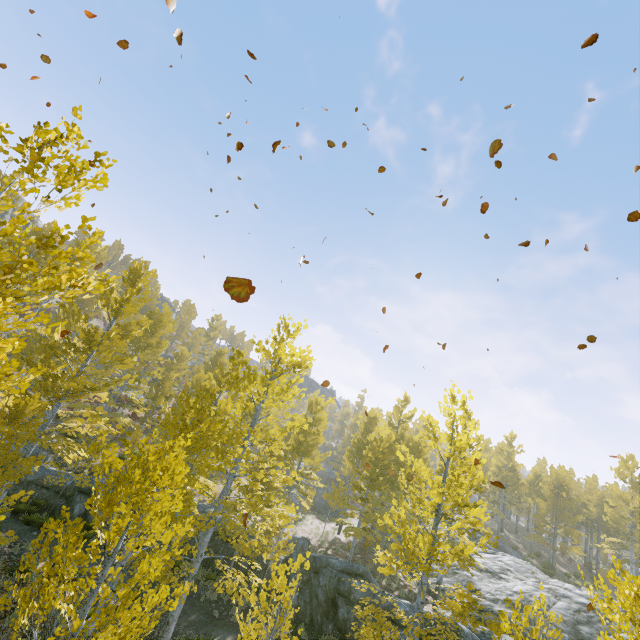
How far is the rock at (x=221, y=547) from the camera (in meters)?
16.05

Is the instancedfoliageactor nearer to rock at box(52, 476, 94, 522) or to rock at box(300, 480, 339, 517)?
rock at box(52, 476, 94, 522)

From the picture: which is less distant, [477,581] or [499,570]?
[477,581]

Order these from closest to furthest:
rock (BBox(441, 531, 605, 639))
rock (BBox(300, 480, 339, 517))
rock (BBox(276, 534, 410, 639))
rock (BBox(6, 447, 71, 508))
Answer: rock (BBox(276, 534, 410, 639)) → rock (BBox(441, 531, 605, 639)) → rock (BBox(6, 447, 71, 508)) → rock (BBox(300, 480, 339, 517))

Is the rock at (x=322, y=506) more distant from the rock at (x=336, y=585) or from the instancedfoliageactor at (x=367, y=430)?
the rock at (x=336, y=585)

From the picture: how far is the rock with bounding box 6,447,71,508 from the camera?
15.7m
